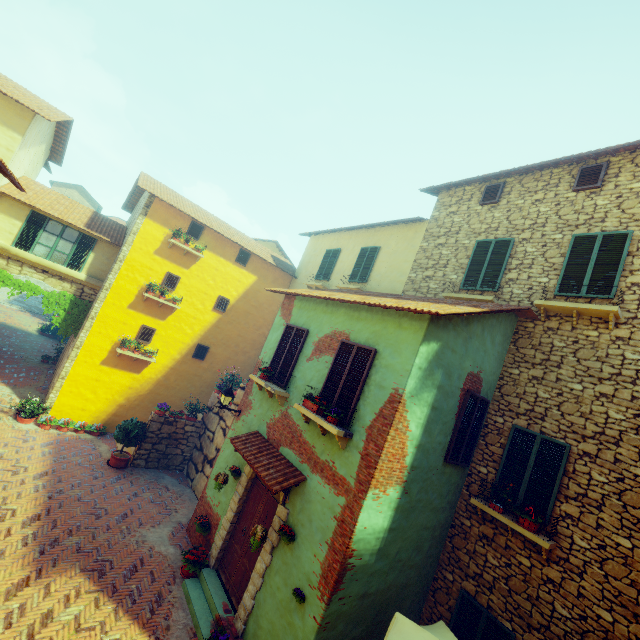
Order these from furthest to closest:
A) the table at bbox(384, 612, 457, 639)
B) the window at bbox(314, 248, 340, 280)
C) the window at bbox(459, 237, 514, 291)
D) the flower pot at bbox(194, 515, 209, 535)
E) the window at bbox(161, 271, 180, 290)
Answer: the window at bbox(314, 248, 340, 280) → the window at bbox(161, 271, 180, 290) → the window at bbox(459, 237, 514, 291) → the flower pot at bbox(194, 515, 209, 535) → the table at bbox(384, 612, 457, 639)

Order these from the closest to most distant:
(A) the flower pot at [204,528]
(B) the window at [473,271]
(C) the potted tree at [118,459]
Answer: (A) the flower pot at [204,528]
(B) the window at [473,271]
(C) the potted tree at [118,459]

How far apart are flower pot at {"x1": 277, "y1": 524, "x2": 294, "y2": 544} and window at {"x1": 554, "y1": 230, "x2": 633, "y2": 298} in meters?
8.1

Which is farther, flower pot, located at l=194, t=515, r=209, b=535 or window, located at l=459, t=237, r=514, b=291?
window, located at l=459, t=237, r=514, b=291

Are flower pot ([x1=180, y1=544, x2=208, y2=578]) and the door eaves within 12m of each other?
yes

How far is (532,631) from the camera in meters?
6.1

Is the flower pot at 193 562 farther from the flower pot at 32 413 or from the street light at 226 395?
the flower pot at 32 413

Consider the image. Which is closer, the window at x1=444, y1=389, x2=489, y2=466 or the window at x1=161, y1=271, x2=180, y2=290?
the window at x1=444, y1=389, x2=489, y2=466
